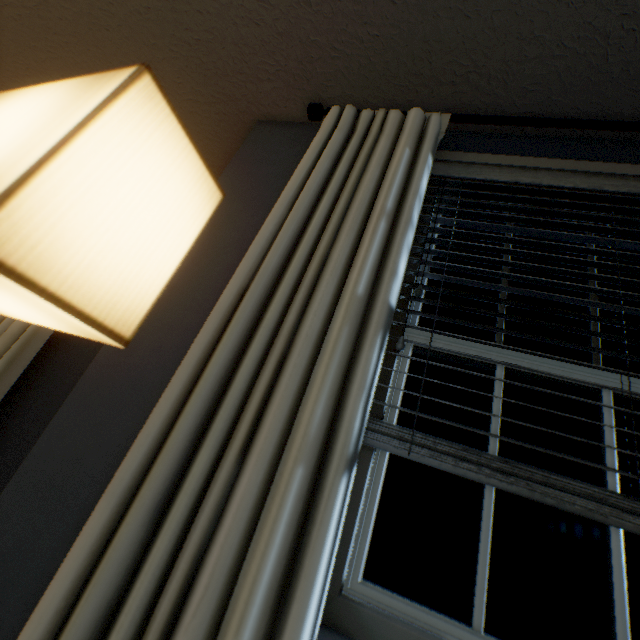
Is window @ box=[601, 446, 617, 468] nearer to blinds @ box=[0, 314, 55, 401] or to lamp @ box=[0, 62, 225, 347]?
lamp @ box=[0, 62, 225, 347]

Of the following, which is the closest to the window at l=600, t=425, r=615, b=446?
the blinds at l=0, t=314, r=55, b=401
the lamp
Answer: the lamp

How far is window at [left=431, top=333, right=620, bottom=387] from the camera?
0.85m

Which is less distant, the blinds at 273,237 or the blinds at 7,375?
the blinds at 273,237

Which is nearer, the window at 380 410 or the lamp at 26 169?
the lamp at 26 169

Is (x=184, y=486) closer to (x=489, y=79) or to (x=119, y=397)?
(x=119, y=397)

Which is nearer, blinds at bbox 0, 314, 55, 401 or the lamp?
the lamp

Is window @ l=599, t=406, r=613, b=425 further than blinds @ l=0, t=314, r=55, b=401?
No
